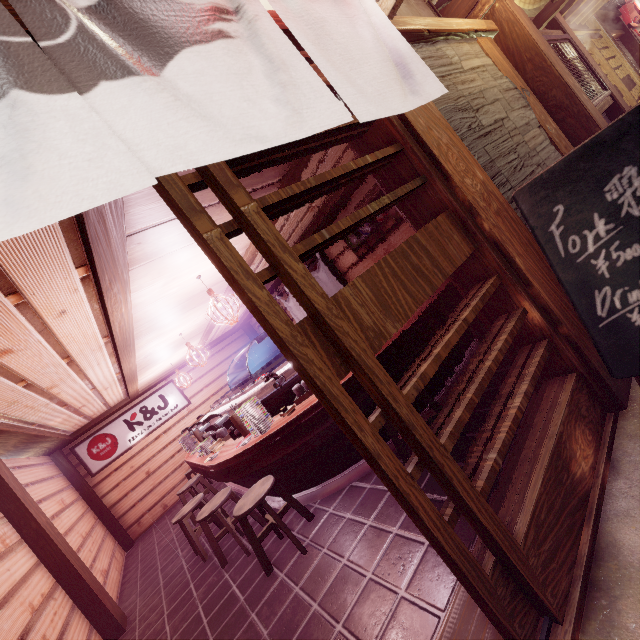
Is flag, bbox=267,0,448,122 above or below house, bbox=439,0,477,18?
below

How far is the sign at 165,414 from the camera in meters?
14.4

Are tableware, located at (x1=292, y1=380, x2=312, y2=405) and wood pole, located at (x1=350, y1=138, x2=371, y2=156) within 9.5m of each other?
yes

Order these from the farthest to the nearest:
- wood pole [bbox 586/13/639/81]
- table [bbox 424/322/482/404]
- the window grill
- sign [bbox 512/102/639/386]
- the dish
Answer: wood pole [bbox 586/13/639/81] → the window grill → table [bbox 424/322/482/404] → the dish → sign [bbox 512/102/639/386]

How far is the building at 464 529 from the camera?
3.5 meters

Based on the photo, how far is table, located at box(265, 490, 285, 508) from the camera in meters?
7.1

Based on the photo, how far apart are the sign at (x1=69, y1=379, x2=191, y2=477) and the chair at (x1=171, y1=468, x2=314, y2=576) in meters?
10.3

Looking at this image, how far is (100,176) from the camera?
1.34m
